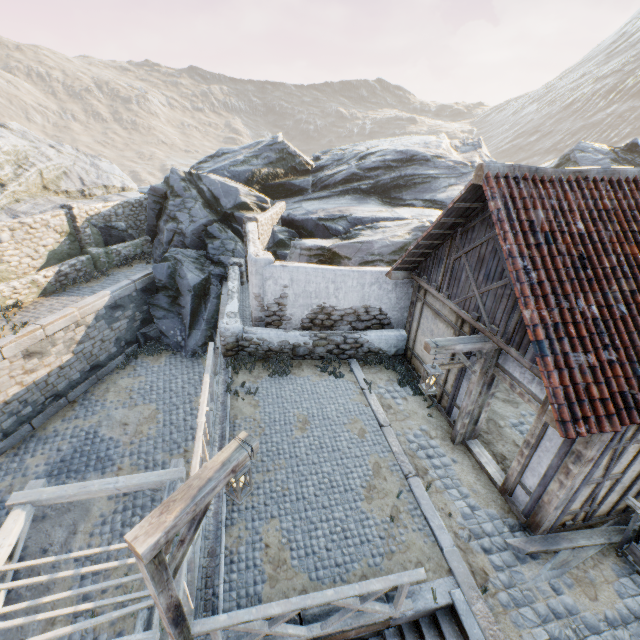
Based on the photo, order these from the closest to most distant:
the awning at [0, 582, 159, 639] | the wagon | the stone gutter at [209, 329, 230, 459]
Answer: the awning at [0, 582, 159, 639] → the wagon → the stone gutter at [209, 329, 230, 459]

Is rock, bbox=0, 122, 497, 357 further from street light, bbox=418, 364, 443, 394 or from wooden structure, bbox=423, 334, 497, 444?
street light, bbox=418, 364, 443, 394

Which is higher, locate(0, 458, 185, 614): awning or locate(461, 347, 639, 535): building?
locate(461, 347, 639, 535): building

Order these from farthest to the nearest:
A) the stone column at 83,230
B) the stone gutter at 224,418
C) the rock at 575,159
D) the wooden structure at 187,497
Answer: the rock at 575,159 < the stone column at 83,230 < the stone gutter at 224,418 < the wooden structure at 187,497

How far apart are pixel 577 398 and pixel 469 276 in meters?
3.1

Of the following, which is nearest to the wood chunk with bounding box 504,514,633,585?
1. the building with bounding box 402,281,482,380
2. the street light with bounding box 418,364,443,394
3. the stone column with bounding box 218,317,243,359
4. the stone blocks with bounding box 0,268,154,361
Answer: the building with bounding box 402,281,482,380

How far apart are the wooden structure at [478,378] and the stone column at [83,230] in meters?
16.6

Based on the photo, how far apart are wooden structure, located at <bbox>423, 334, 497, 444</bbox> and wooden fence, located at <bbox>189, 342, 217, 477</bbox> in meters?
4.6
